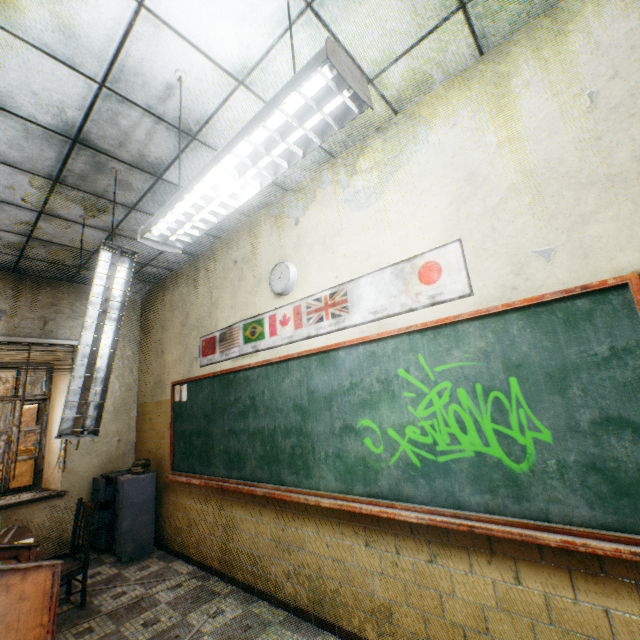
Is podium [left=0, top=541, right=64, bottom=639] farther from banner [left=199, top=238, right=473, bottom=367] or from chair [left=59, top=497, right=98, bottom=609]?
banner [left=199, top=238, right=473, bottom=367]

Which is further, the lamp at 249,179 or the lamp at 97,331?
the lamp at 97,331

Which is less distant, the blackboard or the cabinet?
the blackboard

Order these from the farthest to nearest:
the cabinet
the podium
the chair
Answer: the cabinet → the chair → the podium

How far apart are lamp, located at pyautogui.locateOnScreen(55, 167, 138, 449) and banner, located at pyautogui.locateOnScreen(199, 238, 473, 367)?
1.27m

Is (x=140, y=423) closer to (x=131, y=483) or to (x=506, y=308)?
(x=131, y=483)

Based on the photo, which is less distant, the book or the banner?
the banner

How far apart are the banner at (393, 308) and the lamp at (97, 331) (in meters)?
1.27
